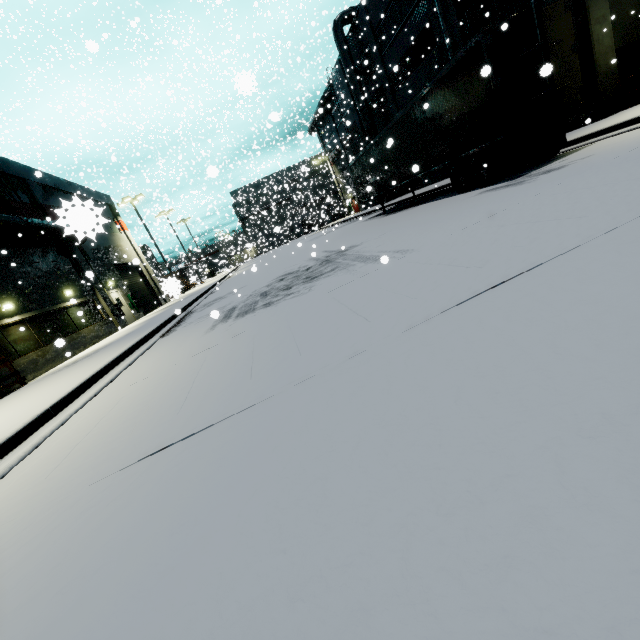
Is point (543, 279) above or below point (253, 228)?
below

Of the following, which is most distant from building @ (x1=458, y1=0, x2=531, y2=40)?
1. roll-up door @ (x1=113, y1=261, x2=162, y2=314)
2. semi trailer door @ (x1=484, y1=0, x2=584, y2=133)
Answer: semi trailer door @ (x1=484, y1=0, x2=584, y2=133)

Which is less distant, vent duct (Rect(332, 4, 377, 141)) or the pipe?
the pipe

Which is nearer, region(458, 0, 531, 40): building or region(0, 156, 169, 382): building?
region(0, 156, 169, 382): building

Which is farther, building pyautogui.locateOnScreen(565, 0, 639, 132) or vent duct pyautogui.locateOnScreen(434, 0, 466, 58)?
vent duct pyautogui.locateOnScreen(434, 0, 466, 58)

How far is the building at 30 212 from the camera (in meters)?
17.05

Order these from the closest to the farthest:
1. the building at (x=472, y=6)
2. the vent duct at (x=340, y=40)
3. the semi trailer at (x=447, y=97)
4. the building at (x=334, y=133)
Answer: the semi trailer at (x=447, y=97) < the building at (x=472, y=6) < the vent duct at (x=340, y=40) < the building at (x=334, y=133)

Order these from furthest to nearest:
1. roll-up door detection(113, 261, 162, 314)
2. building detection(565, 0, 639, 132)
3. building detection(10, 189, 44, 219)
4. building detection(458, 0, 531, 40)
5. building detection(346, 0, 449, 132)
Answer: roll-up door detection(113, 261, 162, 314), building detection(346, 0, 449, 132), building detection(10, 189, 44, 219), building detection(458, 0, 531, 40), building detection(565, 0, 639, 132)
